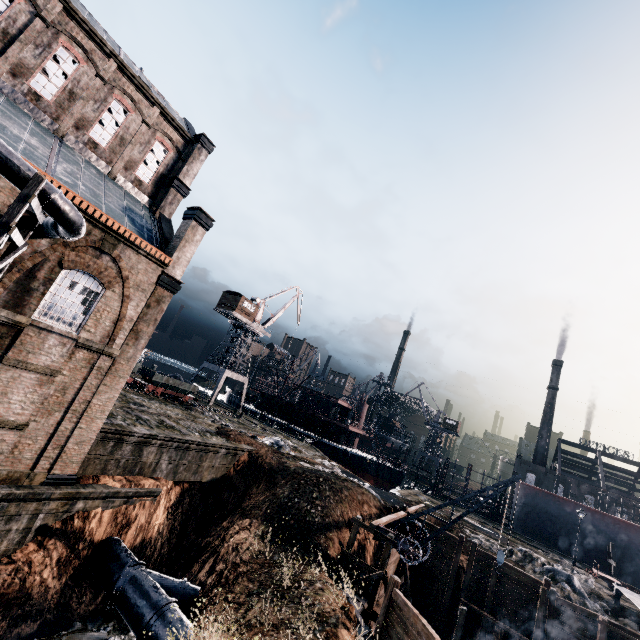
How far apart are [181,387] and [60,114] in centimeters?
2716cm

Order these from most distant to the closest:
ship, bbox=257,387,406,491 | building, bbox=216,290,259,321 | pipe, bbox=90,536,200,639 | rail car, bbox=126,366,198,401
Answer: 1. building, bbox=216,290,259,321
2. ship, bbox=257,387,406,491
3. rail car, bbox=126,366,198,401
4. pipe, bbox=90,536,200,639

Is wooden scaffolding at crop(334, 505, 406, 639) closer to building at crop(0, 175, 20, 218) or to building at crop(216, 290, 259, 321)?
building at crop(0, 175, 20, 218)

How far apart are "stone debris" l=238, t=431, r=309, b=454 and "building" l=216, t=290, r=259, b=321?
23.26m

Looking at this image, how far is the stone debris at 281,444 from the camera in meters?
31.2 m

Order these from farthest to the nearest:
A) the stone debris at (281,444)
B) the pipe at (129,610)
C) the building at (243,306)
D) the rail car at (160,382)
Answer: the building at (243,306)
the rail car at (160,382)
the stone debris at (281,444)
the pipe at (129,610)

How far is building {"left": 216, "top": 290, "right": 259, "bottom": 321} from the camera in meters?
51.3

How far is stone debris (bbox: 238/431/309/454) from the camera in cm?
3118
